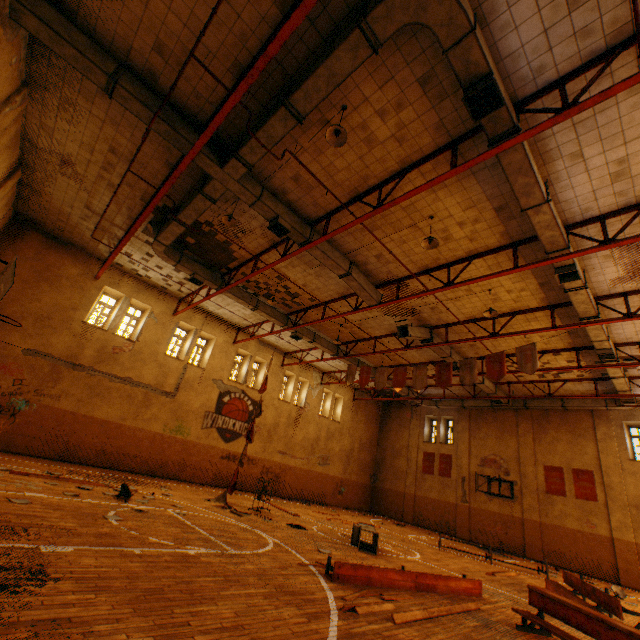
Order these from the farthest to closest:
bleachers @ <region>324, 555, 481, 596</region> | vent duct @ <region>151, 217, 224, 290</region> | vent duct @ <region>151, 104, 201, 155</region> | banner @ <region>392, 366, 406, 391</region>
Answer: banner @ <region>392, 366, 406, 391</region> → vent duct @ <region>151, 217, 224, 290</region> → vent duct @ <region>151, 104, 201, 155</region> → bleachers @ <region>324, 555, 481, 596</region>

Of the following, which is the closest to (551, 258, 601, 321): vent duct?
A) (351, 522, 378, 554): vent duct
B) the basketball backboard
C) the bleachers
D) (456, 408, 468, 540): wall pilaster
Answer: (456, 408, 468, 540): wall pilaster

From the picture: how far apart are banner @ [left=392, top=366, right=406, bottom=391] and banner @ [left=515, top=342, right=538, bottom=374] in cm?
443

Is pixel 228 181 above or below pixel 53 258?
above

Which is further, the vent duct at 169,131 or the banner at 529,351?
the banner at 529,351

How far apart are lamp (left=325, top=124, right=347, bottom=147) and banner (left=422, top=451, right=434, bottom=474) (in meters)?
23.87

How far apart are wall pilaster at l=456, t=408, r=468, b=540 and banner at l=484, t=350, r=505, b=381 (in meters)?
13.12

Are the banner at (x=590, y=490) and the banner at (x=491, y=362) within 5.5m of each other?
no
